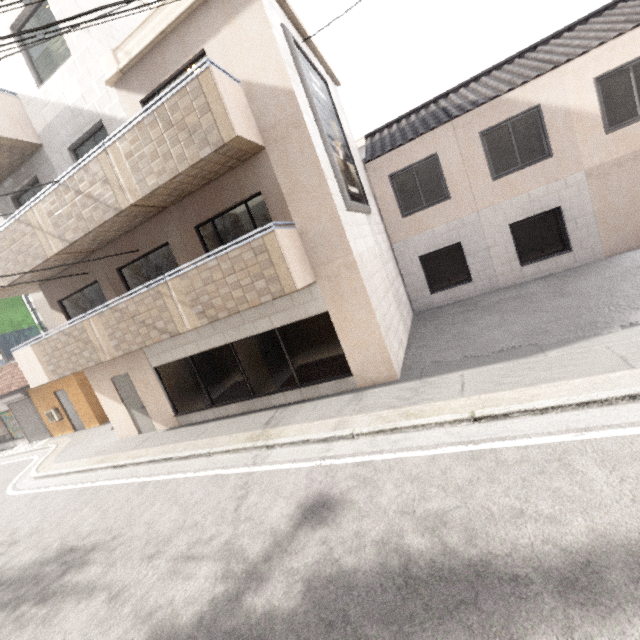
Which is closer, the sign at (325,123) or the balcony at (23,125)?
the sign at (325,123)

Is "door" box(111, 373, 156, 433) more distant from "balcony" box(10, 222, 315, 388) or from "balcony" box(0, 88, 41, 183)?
"balcony" box(0, 88, 41, 183)

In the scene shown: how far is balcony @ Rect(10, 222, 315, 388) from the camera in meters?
6.4

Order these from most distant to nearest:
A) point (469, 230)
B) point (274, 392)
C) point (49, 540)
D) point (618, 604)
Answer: point (469, 230) → point (274, 392) → point (49, 540) → point (618, 604)

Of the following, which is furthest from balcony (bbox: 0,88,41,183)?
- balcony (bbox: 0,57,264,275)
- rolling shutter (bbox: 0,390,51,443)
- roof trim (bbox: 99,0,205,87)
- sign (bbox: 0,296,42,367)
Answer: rolling shutter (bbox: 0,390,51,443)

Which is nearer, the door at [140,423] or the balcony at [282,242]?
the balcony at [282,242]

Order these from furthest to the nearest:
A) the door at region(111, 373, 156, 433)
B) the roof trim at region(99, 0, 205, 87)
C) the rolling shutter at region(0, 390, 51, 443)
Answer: the rolling shutter at region(0, 390, 51, 443) < the door at region(111, 373, 156, 433) < the roof trim at region(99, 0, 205, 87)

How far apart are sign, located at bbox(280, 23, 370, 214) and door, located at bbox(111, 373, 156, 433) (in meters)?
8.28
